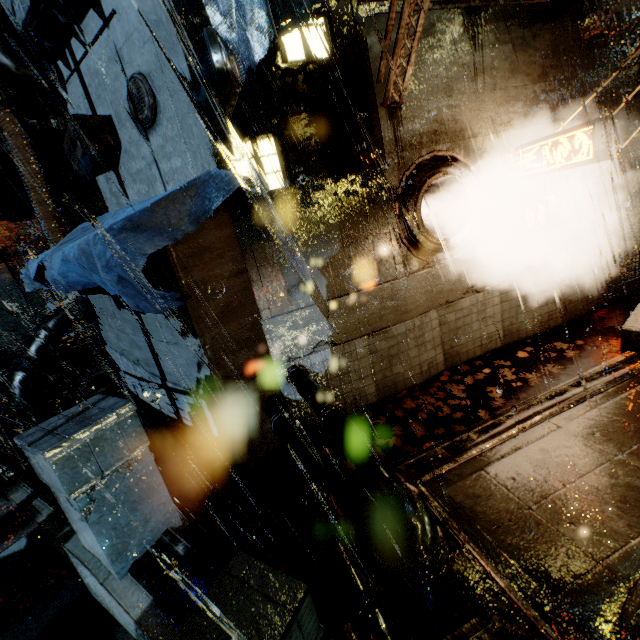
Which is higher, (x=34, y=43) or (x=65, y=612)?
(x=34, y=43)

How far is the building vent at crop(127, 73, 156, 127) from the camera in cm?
636

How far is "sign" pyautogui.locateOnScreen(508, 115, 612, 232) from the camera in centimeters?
651cm

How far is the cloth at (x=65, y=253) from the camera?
4.4m

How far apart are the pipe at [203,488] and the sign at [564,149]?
9.20m

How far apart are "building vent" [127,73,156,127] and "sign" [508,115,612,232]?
8.4m

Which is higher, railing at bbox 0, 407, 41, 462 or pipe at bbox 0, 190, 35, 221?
pipe at bbox 0, 190, 35, 221

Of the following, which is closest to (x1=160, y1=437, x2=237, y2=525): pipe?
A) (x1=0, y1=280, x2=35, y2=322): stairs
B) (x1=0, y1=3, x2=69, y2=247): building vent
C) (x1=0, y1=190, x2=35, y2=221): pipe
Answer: (x1=0, y1=3, x2=69, y2=247): building vent
